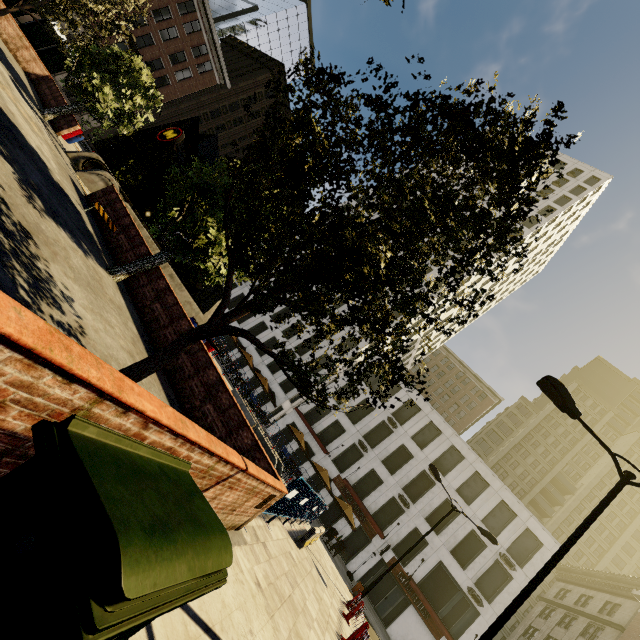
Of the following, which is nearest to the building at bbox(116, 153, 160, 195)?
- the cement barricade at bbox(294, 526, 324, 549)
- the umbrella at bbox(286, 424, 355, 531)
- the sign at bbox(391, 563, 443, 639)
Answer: the umbrella at bbox(286, 424, 355, 531)

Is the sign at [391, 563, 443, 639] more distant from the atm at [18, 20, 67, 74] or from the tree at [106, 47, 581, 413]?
the atm at [18, 20, 67, 74]

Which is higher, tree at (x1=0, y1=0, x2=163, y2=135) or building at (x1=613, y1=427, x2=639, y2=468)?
building at (x1=613, y1=427, x2=639, y2=468)

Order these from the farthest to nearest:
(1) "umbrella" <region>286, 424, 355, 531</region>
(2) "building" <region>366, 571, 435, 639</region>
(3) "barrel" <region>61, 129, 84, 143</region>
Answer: (2) "building" <region>366, 571, 435, 639</region> < (1) "umbrella" <region>286, 424, 355, 531</region> < (3) "barrel" <region>61, 129, 84, 143</region>

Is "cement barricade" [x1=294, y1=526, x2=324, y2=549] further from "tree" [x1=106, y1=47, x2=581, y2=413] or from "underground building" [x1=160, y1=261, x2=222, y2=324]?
"underground building" [x1=160, y1=261, x2=222, y2=324]

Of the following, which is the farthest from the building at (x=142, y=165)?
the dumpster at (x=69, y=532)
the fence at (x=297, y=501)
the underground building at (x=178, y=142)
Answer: the dumpster at (x=69, y=532)

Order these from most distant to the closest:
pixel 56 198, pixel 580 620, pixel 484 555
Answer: pixel 580 620
pixel 484 555
pixel 56 198

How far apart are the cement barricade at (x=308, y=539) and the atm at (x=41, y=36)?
31.3 meters
